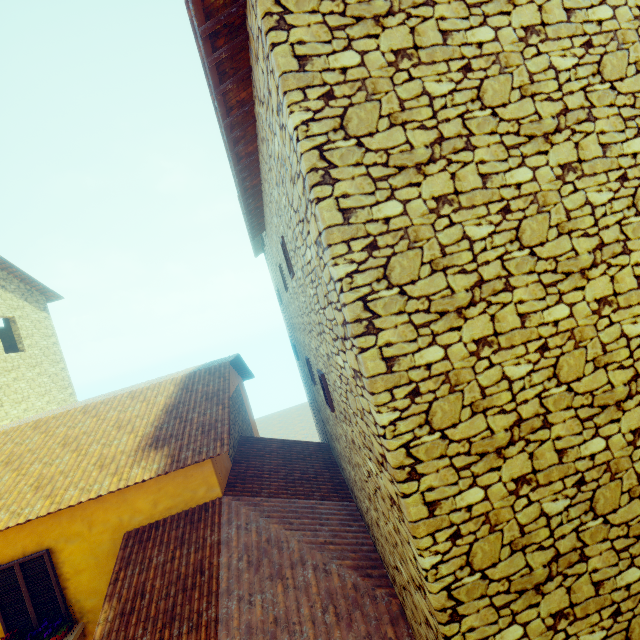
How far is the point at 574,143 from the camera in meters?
2.9 m

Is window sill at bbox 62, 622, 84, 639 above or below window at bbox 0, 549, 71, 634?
below

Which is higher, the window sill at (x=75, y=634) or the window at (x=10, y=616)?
the window at (x=10, y=616)
